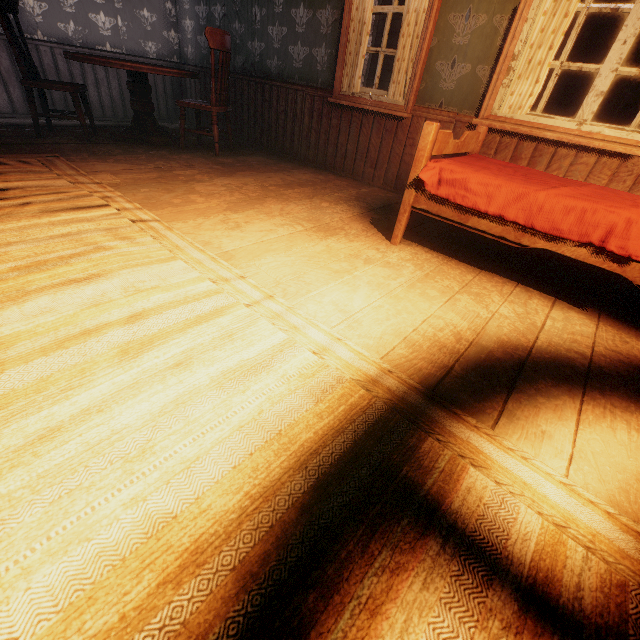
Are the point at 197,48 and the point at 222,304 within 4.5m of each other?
no

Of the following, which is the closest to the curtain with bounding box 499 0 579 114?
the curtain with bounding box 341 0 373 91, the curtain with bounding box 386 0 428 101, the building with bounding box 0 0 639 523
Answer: the building with bounding box 0 0 639 523

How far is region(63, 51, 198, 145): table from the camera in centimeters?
331cm

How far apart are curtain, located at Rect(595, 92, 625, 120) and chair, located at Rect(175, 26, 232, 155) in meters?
5.0

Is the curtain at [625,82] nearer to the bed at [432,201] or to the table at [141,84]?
the bed at [432,201]

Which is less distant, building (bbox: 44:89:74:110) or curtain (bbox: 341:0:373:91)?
curtain (bbox: 341:0:373:91)

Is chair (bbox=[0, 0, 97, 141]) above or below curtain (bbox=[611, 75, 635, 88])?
below

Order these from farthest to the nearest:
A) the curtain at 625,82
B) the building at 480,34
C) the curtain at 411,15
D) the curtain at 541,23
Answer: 1. the curtain at 625,82
2. the curtain at 411,15
3. the curtain at 541,23
4. the building at 480,34
